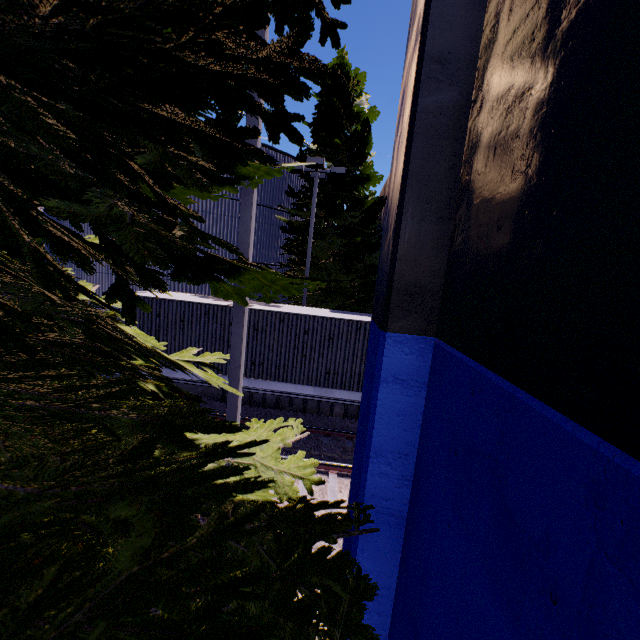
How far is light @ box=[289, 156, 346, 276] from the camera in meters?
12.4

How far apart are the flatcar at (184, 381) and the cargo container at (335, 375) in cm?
1

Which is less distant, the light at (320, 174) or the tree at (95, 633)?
the tree at (95, 633)

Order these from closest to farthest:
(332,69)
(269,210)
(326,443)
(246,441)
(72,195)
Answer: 1. (72,195)
2. (246,441)
3. (326,443)
4. (332,69)
5. (269,210)

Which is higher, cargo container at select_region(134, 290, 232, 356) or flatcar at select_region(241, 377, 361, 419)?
cargo container at select_region(134, 290, 232, 356)

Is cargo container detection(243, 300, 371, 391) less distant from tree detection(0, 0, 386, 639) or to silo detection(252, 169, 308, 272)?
Answer: silo detection(252, 169, 308, 272)

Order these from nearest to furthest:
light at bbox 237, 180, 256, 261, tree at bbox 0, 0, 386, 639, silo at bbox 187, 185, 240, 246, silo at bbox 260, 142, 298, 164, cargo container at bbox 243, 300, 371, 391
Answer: tree at bbox 0, 0, 386, 639, light at bbox 237, 180, 256, 261, cargo container at bbox 243, 300, 371, 391, silo at bbox 187, 185, 240, 246, silo at bbox 260, 142, 298, 164

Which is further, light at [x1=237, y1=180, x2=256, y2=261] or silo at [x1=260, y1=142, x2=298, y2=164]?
silo at [x1=260, y1=142, x2=298, y2=164]
